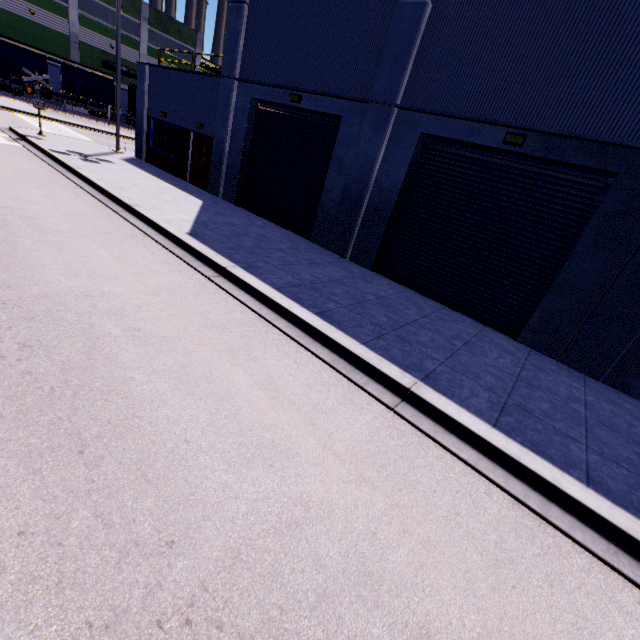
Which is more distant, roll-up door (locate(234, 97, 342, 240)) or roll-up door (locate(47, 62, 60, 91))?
roll-up door (locate(47, 62, 60, 91))

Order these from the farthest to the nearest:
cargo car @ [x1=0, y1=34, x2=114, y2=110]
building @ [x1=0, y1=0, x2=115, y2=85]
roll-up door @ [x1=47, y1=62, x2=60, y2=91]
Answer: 1. roll-up door @ [x1=47, y1=62, x2=60, y2=91]
2. building @ [x1=0, y1=0, x2=115, y2=85]
3. cargo car @ [x1=0, y1=34, x2=114, y2=110]

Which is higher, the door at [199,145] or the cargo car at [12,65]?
the cargo car at [12,65]

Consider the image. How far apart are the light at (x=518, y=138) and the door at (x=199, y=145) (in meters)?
13.30

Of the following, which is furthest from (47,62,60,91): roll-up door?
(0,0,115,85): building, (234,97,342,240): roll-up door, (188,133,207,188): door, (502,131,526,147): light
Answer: (502,131,526,147): light

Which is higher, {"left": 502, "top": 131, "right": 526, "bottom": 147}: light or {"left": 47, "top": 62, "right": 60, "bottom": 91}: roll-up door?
{"left": 502, "top": 131, "right": 526, "bottom": 147}: light

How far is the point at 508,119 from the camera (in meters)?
8.17

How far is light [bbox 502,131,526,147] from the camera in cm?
796
